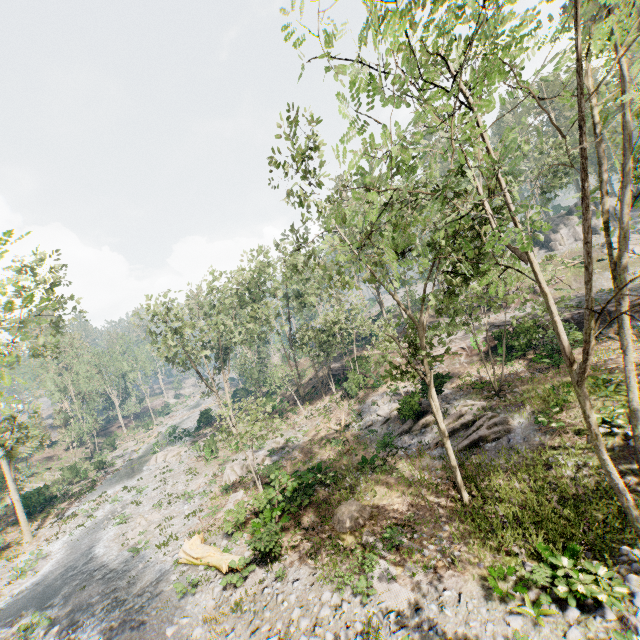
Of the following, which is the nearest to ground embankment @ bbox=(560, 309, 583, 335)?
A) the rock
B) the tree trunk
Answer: the tree trunk

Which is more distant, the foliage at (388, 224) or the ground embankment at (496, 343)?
the ground embankment at (496, 343)

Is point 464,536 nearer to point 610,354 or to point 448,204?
point 448,204

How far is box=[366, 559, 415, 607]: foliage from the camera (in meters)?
10.94

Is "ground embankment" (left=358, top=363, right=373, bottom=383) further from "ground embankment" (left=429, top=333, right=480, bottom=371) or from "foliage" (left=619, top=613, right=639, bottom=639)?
"ground embankment" (left=429, top=333, right=480, bottom=371)

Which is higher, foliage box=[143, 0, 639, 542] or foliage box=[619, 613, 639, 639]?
foliage box=[143, 0, 639, 542]

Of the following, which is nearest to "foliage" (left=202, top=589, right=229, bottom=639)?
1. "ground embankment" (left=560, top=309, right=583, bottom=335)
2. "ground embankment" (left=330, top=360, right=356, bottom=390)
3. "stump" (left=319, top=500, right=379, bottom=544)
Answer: "ground embankment" (left=330, top=360, right=356, bottom=390)

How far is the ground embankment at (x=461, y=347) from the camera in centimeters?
2929cm
